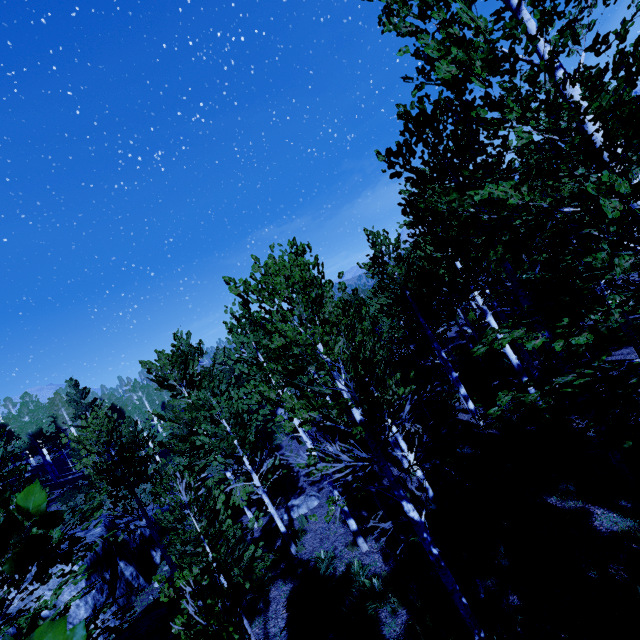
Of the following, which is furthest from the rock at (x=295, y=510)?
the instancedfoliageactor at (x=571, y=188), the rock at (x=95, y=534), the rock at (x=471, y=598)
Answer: the rock at (x=471, y=598)

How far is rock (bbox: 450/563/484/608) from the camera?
6.3m

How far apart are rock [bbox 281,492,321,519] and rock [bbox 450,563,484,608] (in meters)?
8.09

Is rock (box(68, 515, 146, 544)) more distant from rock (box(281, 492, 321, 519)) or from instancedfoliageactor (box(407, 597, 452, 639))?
rock (box(281, 492, 321, 519))

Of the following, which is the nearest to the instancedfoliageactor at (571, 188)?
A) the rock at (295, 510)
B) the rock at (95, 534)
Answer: the rock at (95, 534)

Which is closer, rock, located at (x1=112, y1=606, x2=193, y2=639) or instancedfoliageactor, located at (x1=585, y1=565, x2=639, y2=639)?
instancedfoliageactor, located at (x1=585, y1=565, x2=639, y2=639)

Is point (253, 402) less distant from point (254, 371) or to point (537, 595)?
point (254, 371)

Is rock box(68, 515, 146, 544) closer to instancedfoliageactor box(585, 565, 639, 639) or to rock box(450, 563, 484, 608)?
instancedfoliageactor box(585, 565, 639, 639)
